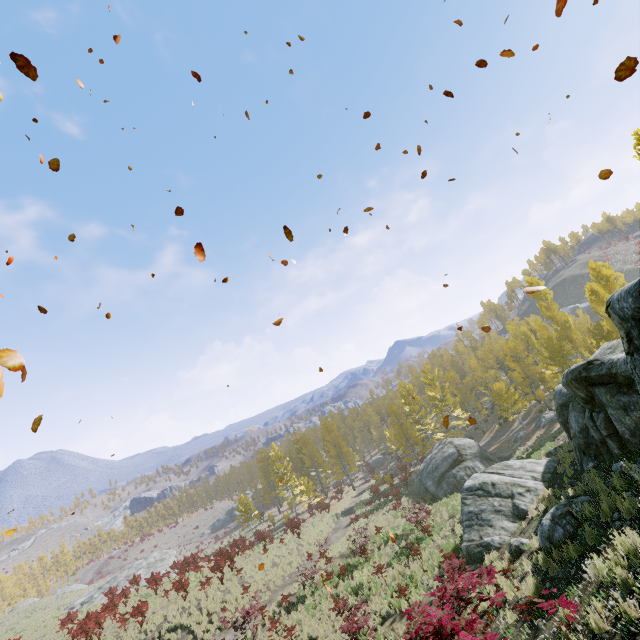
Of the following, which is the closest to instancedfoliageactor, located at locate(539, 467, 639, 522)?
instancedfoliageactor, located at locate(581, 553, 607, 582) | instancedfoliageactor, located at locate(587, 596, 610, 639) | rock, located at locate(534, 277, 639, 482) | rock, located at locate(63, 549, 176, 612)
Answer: rock, located at locate(534, 277, 639, 482)

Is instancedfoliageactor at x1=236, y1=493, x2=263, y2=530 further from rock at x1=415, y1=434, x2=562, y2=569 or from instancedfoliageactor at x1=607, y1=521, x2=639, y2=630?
instancedfoliageactor at x1=607, y1=521, x2=639, y2=630

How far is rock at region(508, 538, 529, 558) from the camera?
Answer: 10.7 meters

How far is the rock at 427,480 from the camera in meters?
13.6

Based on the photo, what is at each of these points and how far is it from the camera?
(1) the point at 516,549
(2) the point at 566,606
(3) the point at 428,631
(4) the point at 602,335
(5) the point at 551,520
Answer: (1) rock, 10.8 meters
(2) instancedfoliageactor, 5.7 meters
(3) instancedfoliageactor, 7.4 meters
(4) instancedfoliageactor, 31.5 meters
(5) rock, 9.2 meters

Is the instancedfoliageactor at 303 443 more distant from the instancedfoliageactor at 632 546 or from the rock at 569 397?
the instancedfoliageactor at 632 546

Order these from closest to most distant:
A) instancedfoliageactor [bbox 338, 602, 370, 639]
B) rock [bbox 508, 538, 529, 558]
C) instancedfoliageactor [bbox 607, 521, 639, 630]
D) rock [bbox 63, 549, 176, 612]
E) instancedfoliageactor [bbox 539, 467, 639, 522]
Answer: instancedfoliageactor [bbox 607, 521, 639, 630]
instancedfoliageactor [bbox 539, 467, 639, 522]
rock [bbox 508, 538, 529, 558]
instancedfoliageactor [bbox 338, 602, 370, 639]
rock [bbox 63, 549, 176, 612]
